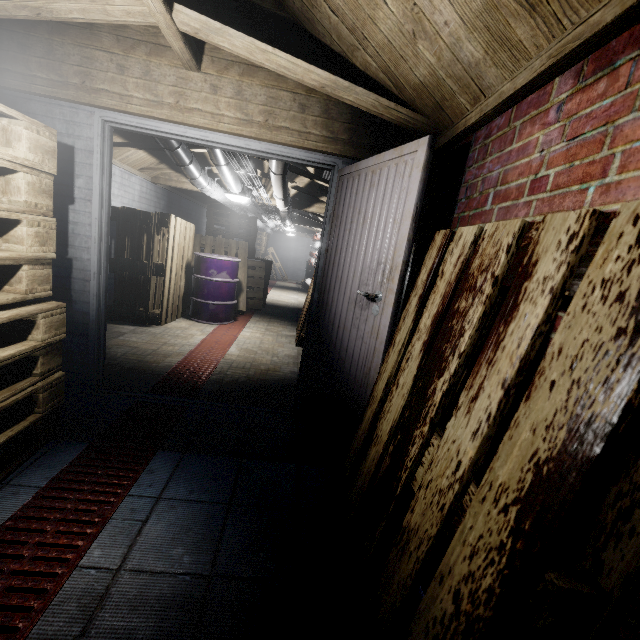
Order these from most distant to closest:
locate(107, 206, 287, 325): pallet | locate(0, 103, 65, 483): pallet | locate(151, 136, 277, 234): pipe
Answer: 1. locate(107, 206, 287, 325): pallet
2. locate(151, 136, 277, 234): pipe
3. locate(0, 103, 65, 483): pallet

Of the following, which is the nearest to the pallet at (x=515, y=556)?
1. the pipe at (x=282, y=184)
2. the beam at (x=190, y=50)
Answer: the beam at (x=190, y=50)

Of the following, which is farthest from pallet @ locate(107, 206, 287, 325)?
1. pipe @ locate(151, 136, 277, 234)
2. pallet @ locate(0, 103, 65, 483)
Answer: pallet @ locate(0, 103, 65, 483)

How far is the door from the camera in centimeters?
160cm

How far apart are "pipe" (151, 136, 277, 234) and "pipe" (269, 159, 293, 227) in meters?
0.4 m

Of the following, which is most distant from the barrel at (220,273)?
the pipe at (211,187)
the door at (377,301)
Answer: the door at (377,301)

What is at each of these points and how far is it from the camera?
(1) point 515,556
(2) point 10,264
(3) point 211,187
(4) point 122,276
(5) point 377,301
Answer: (1) pallet, 0.6 meters
(2) pallet, 1.5 meters
(3) pipe, 3.9 meters
(4) pallet, 4.3 meters
(5) door, 1.7 meters

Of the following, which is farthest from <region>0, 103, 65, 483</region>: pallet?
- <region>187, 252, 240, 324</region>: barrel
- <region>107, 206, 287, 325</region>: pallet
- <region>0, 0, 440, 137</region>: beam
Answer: <region>107, 206, 287, 325</region>: pallet
